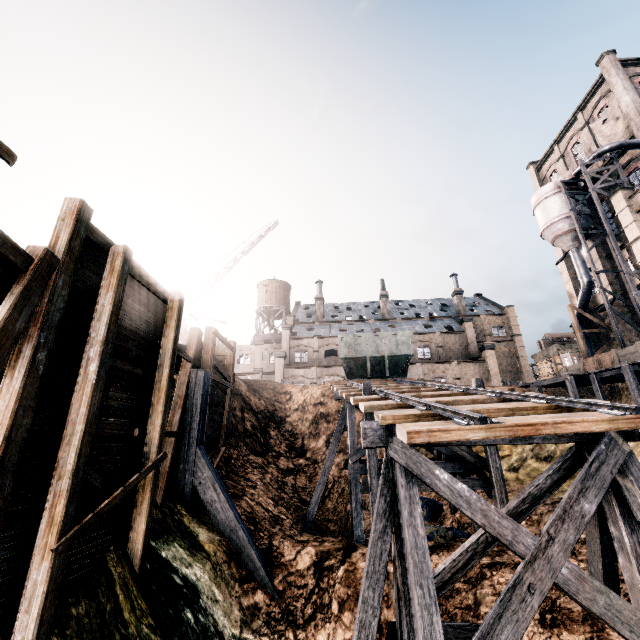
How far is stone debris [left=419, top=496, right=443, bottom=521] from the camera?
14.57m

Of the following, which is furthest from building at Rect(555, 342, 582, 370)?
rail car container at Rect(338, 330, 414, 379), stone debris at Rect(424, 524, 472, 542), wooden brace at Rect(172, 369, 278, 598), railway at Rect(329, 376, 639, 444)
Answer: wooden brace at Rect(172, 369, 278, 598)

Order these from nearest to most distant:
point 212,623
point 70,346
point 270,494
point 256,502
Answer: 1. point 70,346
2. point 212,623
3. point 256,502
4. point 270,494

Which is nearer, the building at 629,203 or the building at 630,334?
the building at 629,203

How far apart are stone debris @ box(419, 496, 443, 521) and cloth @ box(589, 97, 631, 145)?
40.6m

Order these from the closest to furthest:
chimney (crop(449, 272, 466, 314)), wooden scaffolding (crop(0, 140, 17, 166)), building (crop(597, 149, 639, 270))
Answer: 1. wooden scaffolding (crop(0, 140, 17, 166))
2. building (crop(597, 149, 639, 270))
3. chimney (crop(449, 272, 466, 314))

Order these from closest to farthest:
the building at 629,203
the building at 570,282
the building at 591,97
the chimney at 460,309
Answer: the building at 629,203, the building at 591,97, the building at 570,282, the chimney at 460,309

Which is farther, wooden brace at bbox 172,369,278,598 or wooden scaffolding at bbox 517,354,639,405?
wooden scaffolding at bbox 517,354,639,405
